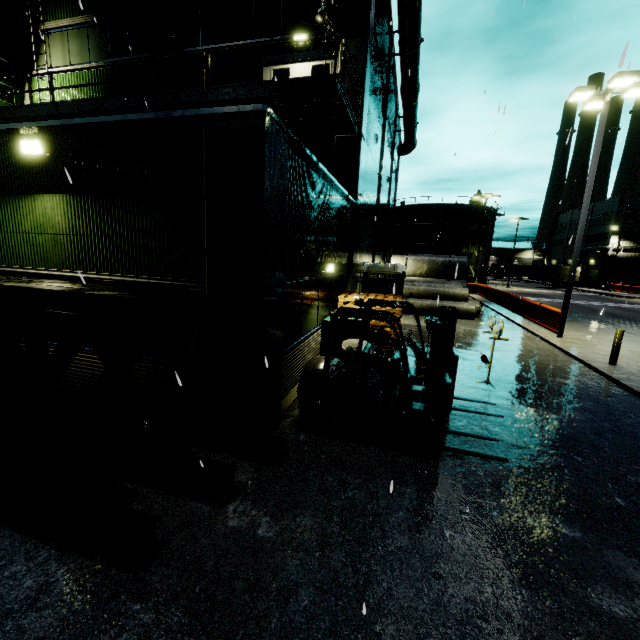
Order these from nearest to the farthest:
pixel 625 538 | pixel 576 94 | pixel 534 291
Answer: pixel 625 538 < pixel 576 94 < pixel 534 291

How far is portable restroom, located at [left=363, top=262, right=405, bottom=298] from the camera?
13.04m

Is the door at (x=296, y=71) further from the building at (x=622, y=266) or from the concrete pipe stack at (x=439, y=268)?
the concrete pipe stack at (x=439, y=268)

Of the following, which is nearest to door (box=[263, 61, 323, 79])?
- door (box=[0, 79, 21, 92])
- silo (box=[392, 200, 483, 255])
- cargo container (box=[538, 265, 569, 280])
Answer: door (box=[0, 79, 21, 92])

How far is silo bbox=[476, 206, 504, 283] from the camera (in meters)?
50.72

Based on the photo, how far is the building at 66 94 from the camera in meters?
14.1

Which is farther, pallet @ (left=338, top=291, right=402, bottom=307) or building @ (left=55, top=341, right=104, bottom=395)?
pallet @ (left=338, top=291, right=402, bottom=307)

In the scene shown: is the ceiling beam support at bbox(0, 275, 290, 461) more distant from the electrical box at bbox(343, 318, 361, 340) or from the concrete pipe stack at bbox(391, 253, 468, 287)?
the concrete pipe stack at bbox(391, 253, 468, 287)
